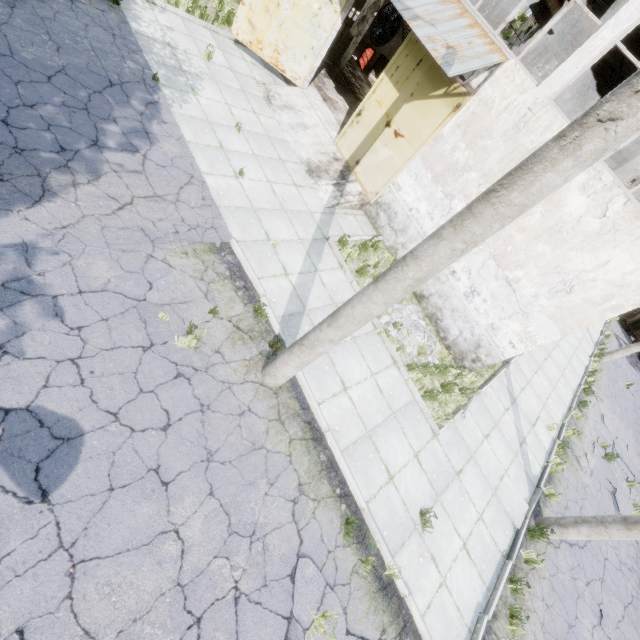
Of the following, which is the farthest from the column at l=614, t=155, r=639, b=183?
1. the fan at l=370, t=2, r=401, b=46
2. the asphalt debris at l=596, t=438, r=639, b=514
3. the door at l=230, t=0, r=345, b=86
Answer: the fan at l=370, t=2, r=401, b=46

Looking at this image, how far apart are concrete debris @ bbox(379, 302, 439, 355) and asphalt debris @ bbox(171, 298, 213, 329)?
4.0m

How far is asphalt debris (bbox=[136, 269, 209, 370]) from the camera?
5.2 meters

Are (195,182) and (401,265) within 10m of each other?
yes

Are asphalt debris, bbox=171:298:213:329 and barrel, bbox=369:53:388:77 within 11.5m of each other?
no

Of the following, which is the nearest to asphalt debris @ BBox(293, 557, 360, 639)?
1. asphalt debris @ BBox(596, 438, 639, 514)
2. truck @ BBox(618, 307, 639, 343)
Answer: asphalt debris @ BBox(596, 438, 639, 514)

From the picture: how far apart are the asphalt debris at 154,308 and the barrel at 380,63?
19.7m

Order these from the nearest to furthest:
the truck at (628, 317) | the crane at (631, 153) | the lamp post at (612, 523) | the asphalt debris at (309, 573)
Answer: the asphalt debris at (309, 573), the lamp post at (612, 523), the crane at (631, 153), the truck at (628, 317)
